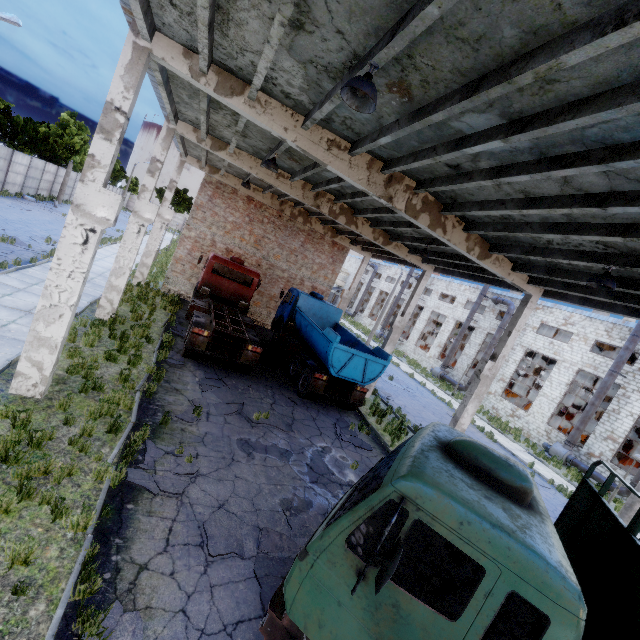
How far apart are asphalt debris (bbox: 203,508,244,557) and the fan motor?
25.7m

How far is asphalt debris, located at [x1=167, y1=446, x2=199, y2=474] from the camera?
6.94m

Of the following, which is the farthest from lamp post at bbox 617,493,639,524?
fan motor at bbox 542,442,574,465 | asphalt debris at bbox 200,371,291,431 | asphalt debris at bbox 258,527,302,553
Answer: asphalt debris at bbox 200,371,291,431

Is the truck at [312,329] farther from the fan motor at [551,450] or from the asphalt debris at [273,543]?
the fan motor at [551,450]

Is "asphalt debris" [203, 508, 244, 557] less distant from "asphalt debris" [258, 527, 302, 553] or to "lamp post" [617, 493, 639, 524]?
"asphalt debris" [258, 527, 302, 553]

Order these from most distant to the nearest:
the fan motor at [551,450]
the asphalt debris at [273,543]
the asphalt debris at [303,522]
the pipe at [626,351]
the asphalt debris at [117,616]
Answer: the fan motor at [551,450], the pipe at [626,351], the asphalt debris at [303,522], the asphalt debris at [273,543], the asphalt debris at [117,616]

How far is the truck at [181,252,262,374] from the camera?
12.05m

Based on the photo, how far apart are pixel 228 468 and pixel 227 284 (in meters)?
11.51
